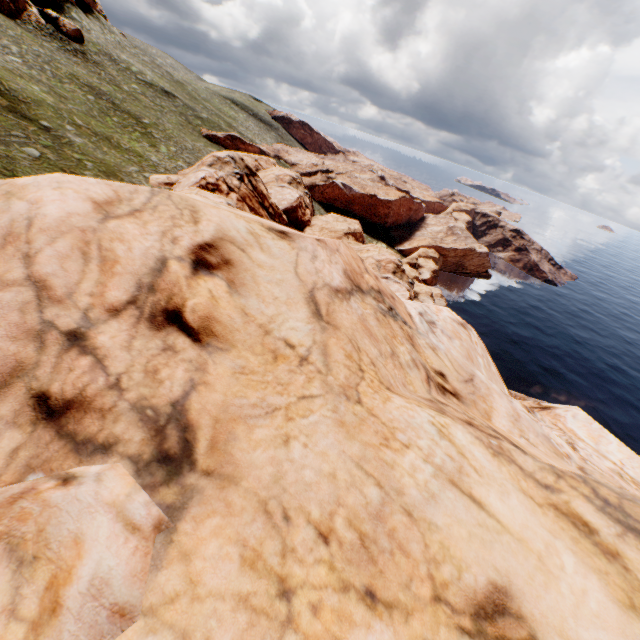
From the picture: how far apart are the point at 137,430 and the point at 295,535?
2.1 meters

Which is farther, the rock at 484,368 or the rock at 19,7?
the rock at 19,7

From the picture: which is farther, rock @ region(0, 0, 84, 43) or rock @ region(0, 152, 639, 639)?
rock @ region(0, 0, 84, 43)
